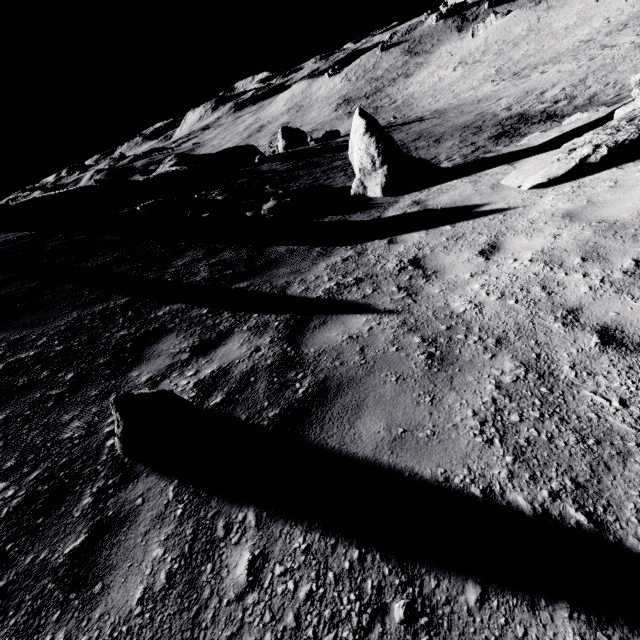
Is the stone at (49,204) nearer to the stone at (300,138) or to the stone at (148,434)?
the stone at (300,138)

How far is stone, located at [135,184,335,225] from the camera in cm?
1055

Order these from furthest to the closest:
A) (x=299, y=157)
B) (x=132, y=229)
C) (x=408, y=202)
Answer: (x=299, y=157) < (x=132, y=229) < (x=408, y=202)

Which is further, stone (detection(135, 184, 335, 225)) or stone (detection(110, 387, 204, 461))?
stone (detection(135, 184, 335, 225))

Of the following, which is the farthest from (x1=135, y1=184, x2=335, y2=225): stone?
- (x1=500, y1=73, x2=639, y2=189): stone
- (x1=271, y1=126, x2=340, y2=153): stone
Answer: (x1=271, y1=126, x2=340, y2=153): stone

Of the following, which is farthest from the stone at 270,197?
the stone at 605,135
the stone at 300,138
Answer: the stone at 300,138

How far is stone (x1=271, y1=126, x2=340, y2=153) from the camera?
36.3m

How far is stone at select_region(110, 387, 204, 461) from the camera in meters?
Result: 2.4
